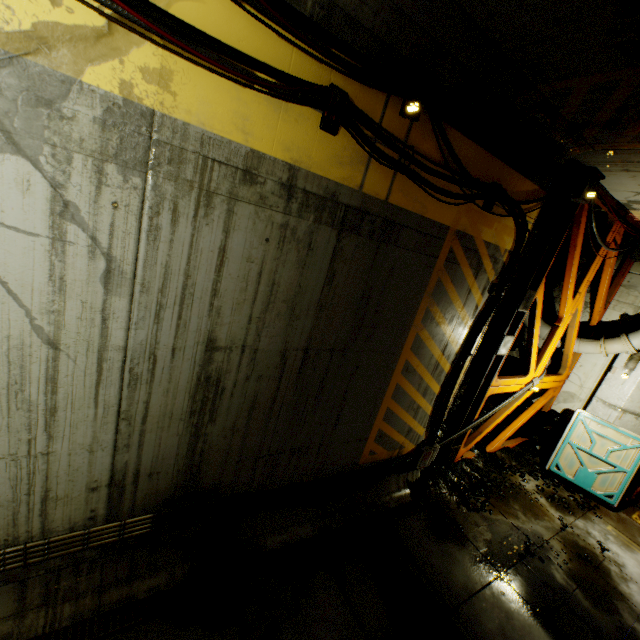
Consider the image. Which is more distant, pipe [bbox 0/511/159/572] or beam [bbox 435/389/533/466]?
beam [bbox 435/389/533/466]

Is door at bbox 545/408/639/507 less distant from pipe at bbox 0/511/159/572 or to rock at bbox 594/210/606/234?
rock at bbox 594/210/606/234

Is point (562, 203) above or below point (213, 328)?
above

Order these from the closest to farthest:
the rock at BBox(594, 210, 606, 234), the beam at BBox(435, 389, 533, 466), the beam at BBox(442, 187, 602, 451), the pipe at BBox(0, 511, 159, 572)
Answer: the pipe at BBox(0, 511, 159, 572) < the beam at BBox(442, 187, 602, 451) < the beam at BBox(435, 389, 533, 466) < the rock at BBox(594, 210, 606, 234)

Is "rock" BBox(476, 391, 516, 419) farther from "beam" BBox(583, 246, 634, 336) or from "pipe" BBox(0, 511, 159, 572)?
"pipe" BBox(0, 511, 159, 572)

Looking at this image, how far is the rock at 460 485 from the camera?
7.0 meters

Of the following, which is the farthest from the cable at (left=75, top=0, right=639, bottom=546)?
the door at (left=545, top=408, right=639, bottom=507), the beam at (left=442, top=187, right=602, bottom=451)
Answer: the door at (left=545, top=408, right=639, bottom=507)

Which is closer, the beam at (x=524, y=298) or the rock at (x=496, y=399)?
the beam at (x=524, y=298)
